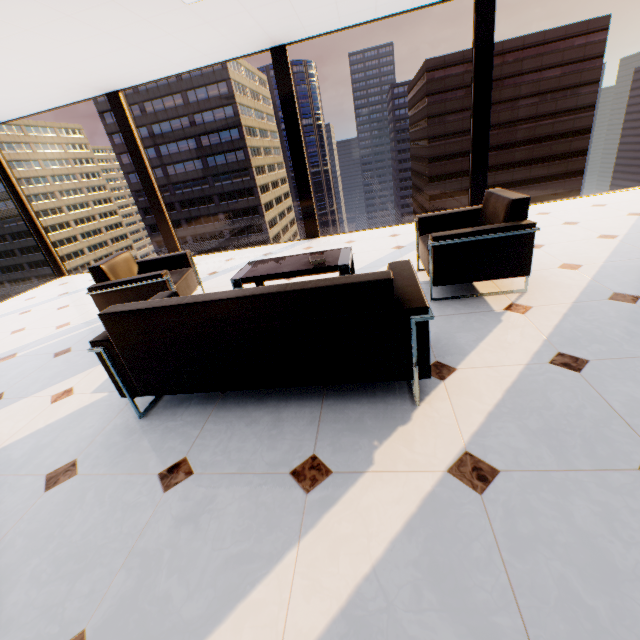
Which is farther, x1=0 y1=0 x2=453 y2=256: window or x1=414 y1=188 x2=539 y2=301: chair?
x1=0 y1=0 x2=453 y2=256: window

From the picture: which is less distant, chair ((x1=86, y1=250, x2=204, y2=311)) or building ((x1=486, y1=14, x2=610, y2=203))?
chair ((x1=86, y1=250, x2=204, y2=311))

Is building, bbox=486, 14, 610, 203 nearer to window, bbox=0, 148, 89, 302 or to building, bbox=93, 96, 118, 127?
building, bbox=93, 96, 118, 127

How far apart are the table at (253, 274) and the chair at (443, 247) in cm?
72

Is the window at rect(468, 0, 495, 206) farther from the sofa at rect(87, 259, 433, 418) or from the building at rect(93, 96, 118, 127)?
the building at rect(93, 96, 118, 127)

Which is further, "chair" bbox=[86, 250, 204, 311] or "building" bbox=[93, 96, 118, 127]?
"building" bbox=[93, 96, 118, 127]

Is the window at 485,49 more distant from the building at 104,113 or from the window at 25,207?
the building at 104,113

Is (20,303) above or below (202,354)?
below
